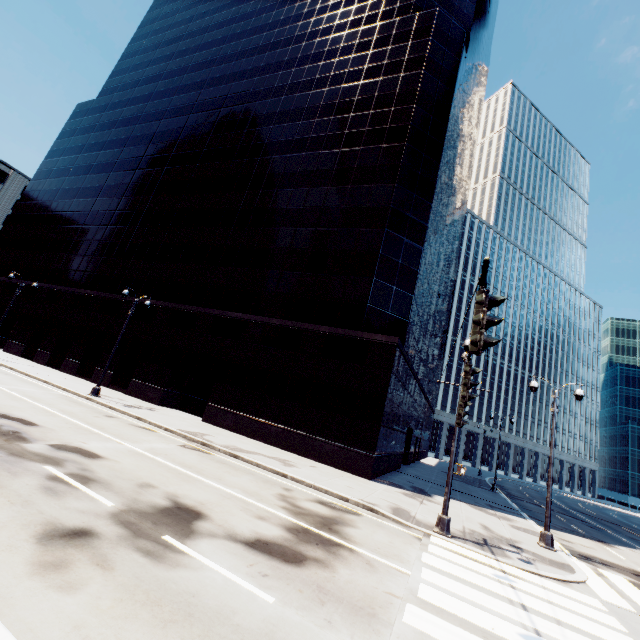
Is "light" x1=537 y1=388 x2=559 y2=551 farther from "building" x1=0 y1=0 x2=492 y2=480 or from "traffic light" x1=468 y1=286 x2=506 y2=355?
"traffic light" x1=468 y1=286 x2=506 y2=355

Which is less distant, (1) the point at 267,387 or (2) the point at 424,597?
(2) the point at 424,597

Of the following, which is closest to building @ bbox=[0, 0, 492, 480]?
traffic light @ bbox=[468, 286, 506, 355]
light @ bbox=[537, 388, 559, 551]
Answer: light @ bbox=[537, 388, 559, 551]

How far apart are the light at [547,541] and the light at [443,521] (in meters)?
5.27

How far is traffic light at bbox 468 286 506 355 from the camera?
4.1m

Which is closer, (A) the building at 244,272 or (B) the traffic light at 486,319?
(B) the traffic light at 486,319

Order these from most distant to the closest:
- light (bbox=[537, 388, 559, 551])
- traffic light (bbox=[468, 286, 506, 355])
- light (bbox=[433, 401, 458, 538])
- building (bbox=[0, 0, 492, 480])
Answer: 1. building (bbox=[0, 0, 492, 480])
2. light (bbox=[537, 388, 559, 551])
3. light (bbox=[433, 401, 458, 538])
4. traffic light (bbox=[468, 286, 506, 355])
